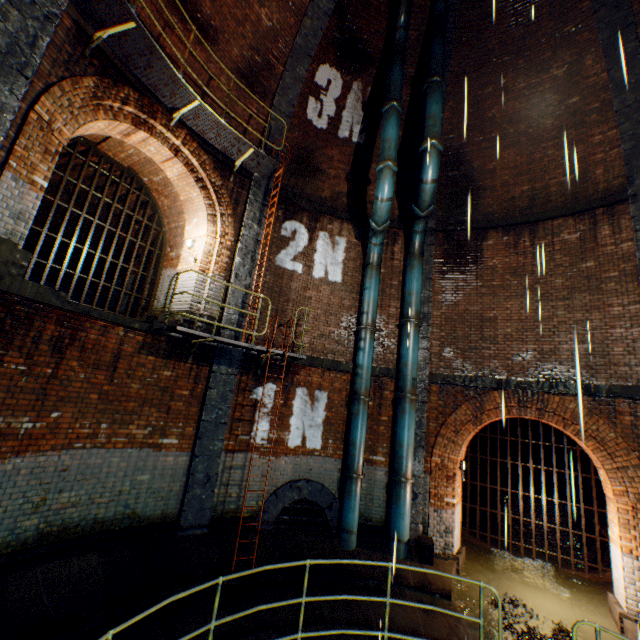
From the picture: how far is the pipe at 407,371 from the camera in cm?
894

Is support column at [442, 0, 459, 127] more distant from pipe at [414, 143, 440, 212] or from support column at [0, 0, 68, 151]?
support column at [0, 0, 68, 151]

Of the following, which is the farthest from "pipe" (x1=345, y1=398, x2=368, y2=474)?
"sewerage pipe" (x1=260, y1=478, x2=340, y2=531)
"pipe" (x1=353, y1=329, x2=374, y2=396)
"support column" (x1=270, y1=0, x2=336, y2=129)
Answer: "support column" (x1=270, y1=0, x2=336, y2=129)

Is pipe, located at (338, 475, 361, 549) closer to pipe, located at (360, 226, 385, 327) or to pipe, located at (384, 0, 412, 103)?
pipe, located at (360, 226, 385, 327)

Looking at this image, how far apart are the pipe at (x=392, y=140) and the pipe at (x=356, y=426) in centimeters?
639cm

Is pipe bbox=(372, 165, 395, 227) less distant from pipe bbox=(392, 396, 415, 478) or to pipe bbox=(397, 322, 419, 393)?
pipe bbox=(397, 322, 419, 393)

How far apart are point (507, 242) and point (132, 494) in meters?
11.8

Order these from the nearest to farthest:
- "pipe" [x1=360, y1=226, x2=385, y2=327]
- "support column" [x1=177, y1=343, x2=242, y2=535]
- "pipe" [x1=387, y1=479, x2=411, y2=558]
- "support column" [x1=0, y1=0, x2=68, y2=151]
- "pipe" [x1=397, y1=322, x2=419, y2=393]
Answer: "support column" [x1=0, y1=0, x2=68, y2=151]
"support column" [x1=177, y1=343, x2=242, y2=535]
"pipe" [x1=387, y1=479, x2=411, y2=558]
"pipe" [x1=397, y1=322, x2=419, y2=393]
"pipe" [x1=360, y1=226, x2=385, y2=327]
